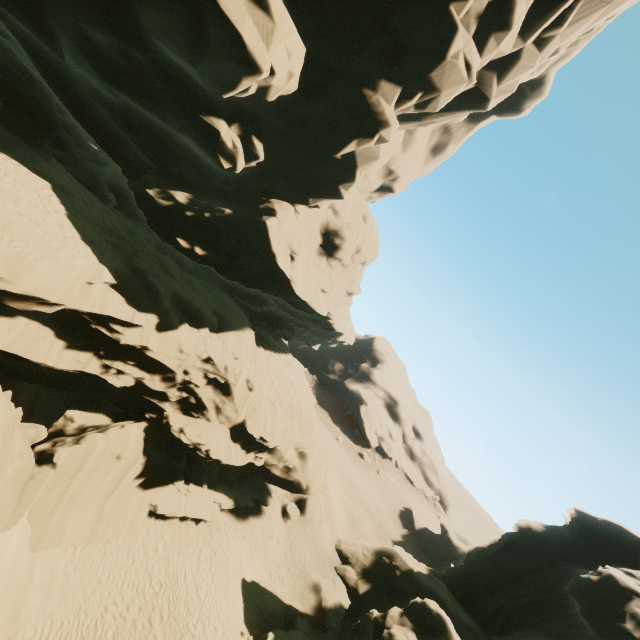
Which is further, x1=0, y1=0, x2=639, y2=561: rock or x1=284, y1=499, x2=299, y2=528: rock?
x1=284, y1=499, x2=299, y2=528: rock

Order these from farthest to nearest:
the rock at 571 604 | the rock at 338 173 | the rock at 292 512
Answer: the rock at 292 512 < the rock at 571 604 < the rock at 338 173

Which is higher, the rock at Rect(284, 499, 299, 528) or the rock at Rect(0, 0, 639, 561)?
the rock at Rect(0, 0, 639, 561)

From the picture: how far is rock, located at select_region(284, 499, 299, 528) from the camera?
26.86m

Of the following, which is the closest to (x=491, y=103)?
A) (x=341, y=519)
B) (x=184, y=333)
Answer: (x=184, y=333)

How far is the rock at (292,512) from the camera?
26.9m

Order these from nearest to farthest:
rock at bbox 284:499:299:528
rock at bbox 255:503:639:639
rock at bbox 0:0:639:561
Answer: rock at bbox 0:0:639:561
rock at bbox 255:503:639:639
rock at bbox 284:499:299:528
